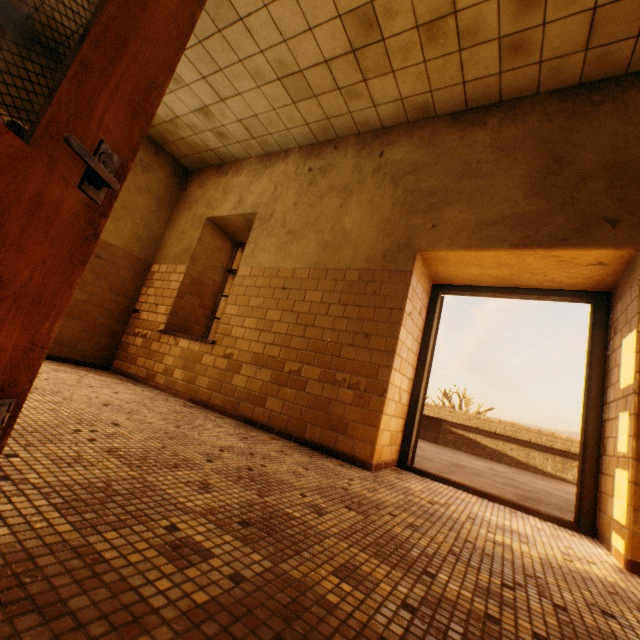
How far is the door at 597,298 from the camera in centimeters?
278cm

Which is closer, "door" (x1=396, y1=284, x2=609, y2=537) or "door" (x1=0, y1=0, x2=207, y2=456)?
"door" (x1=0, y1=0, x2=207, y2=456)

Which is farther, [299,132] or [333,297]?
[299,132]

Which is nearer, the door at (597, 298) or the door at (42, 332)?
the door at (42, 332)

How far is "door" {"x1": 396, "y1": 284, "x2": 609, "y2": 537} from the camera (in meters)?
2.78
